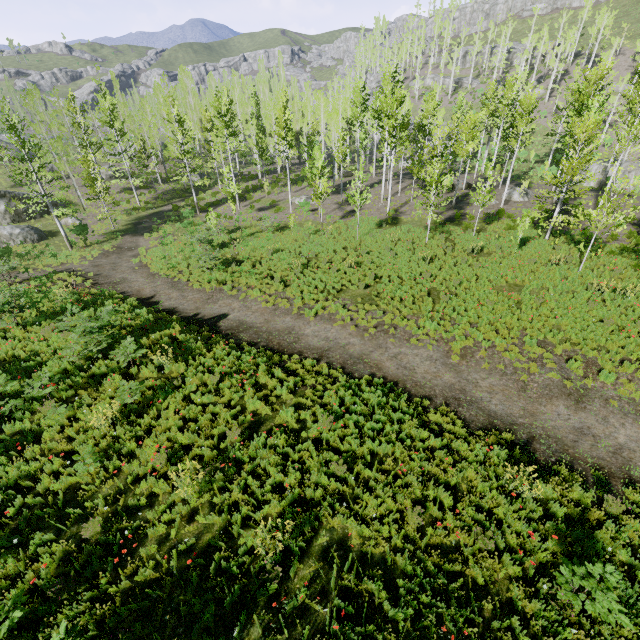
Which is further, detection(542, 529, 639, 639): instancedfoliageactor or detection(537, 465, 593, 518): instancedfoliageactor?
detection(537, 465, 593, 518): instancedfoliageactor

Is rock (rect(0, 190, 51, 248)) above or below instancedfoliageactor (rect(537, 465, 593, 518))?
below

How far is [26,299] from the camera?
14.5 meters

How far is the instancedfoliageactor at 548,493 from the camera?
6.8m

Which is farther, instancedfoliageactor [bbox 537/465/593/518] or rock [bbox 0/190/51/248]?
rock [bbox 0/190/51/248]

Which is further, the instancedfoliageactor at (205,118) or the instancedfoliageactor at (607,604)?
the instancedfoliageactor at (205,118)

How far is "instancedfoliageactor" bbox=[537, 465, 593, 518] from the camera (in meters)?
6.83

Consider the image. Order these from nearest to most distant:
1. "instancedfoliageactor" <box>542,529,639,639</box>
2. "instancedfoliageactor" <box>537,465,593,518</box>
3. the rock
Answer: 1. "instancedfoliageactor" <box>542,529,639,639</box>
2. "instancedfoliageactor" <box>537,465,593,518</box>
3. the rock
